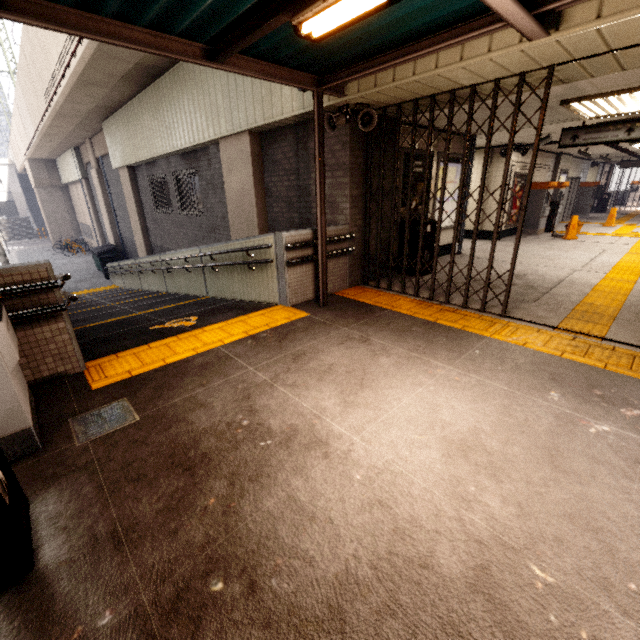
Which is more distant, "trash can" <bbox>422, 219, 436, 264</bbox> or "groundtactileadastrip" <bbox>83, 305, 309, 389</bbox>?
"trash can" <bbox>422, 219, 436, 264</bbox>

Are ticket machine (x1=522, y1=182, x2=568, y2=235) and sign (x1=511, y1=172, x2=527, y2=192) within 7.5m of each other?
yes

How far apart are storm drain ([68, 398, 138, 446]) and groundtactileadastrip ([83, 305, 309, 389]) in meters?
0.4

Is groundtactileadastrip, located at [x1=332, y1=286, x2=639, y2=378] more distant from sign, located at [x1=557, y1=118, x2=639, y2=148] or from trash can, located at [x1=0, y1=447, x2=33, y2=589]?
trash can, located at [x1=0, y1=447, x2=33, y2=589]

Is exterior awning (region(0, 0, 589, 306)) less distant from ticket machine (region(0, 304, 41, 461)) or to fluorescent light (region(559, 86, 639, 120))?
ticket machine (region(0, 304, 41, 461))

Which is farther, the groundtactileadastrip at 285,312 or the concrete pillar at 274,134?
the concrete pillar at 274,134

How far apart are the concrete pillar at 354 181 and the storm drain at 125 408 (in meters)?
4.23

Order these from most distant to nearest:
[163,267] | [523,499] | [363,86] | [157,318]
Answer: [163,267]
[157,318]
[363,86]
[523,499]
